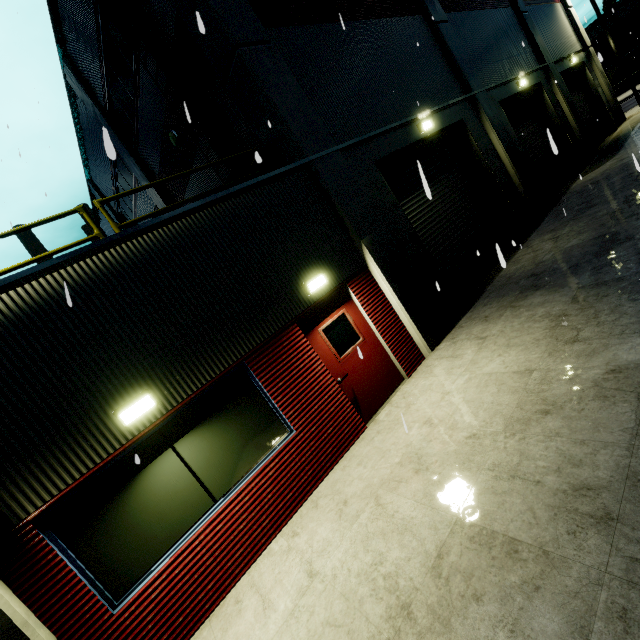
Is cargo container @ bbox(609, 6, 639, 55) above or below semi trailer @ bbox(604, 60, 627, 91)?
above

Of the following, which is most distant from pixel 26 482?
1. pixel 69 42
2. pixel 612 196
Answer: pixel 69 42

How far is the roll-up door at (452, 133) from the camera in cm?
874

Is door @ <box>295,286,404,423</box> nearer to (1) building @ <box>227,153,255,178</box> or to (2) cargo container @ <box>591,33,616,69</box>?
(1) building @ <box>227,153,255,178</box>

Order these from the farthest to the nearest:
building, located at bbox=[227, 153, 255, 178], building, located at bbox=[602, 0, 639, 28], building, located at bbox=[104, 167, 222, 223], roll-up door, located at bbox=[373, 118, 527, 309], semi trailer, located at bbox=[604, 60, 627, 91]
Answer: building, located at bbox=[602, 0, 639, 28], semi trailer, located at bbox=[604, 60, 627, 91], building, located at bbox=[104, 167, 222, 223], roll-up door, located at bbox=[373, 118, 527, 309], building, located at bbox=[227, 153, 255, 178]

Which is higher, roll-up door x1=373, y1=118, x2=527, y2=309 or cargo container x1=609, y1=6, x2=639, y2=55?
cargo container x1=609, y1=6, x2=639, y2=55

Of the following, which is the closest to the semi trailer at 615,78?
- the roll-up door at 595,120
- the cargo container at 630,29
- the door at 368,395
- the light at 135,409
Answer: the cargo container at 630,29

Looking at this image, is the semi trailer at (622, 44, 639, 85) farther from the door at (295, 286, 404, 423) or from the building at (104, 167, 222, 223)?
the door at (295, 286, 404, 423)
